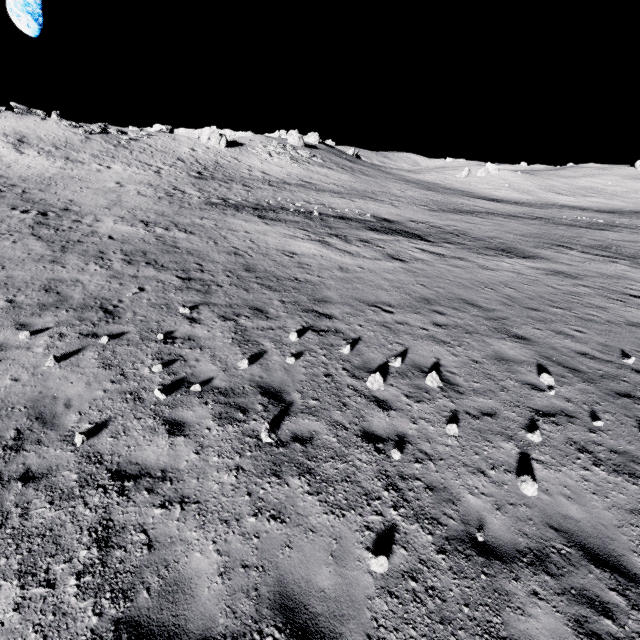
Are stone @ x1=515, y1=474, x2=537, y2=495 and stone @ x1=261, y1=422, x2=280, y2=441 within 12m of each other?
yes

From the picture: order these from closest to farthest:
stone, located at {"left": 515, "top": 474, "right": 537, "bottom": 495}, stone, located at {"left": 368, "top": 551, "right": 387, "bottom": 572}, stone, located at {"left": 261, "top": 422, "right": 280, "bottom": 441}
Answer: stone, located at {"left": 368, "top": 551, "right": 387, "bottom": 572}
stone, located at {"left": 515, "top": 474, "right": 537, "bottom": 495}
stone, located at {"left": 261, "top": 422, "right": 280, "bottom": 441}

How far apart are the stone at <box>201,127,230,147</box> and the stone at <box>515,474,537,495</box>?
56.5m

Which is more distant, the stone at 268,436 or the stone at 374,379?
the stone at 374,379

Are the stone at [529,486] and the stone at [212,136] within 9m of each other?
no

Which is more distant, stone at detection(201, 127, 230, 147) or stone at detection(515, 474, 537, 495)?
stone at detection(201, 127, 230, 147)

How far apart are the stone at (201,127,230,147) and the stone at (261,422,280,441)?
54.4m

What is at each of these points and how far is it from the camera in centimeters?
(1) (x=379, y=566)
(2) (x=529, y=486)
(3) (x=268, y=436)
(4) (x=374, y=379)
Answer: (1) stone, 408cm
(2) stone, 525cm
(3) stone, 576cm
(4) stone, 743cm
